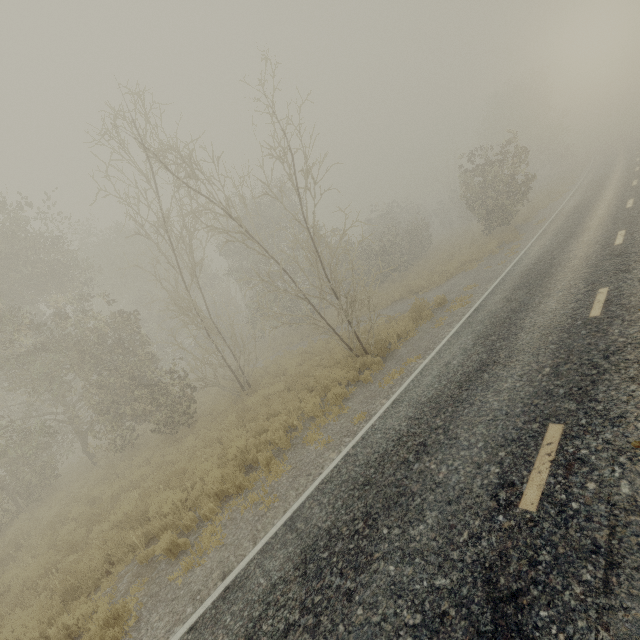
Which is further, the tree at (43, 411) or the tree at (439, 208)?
the tree at (439, 208)

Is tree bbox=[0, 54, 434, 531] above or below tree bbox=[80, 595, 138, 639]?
above

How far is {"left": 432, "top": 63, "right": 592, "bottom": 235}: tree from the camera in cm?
1959

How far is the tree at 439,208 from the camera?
19.6m

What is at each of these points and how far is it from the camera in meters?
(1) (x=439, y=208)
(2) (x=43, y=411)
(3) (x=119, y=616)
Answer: (1) tree, 46.8
(2) tree, 17.4
(3) tree, 5.4

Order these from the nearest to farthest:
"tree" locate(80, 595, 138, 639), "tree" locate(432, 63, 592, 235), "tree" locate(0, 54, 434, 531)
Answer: "tree" locate(80, 595, 138, 639) → "tree" locate(0, 54, 434, 531) → "tree" locate(432, 63, 592, 235)

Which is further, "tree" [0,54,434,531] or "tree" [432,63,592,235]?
"tree" [432,63,592,235]

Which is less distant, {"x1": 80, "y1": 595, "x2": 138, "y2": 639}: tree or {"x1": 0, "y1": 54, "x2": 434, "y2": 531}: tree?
{"x1": 80, "y1": 595, "x2": 138, "y2": 639}: tree
